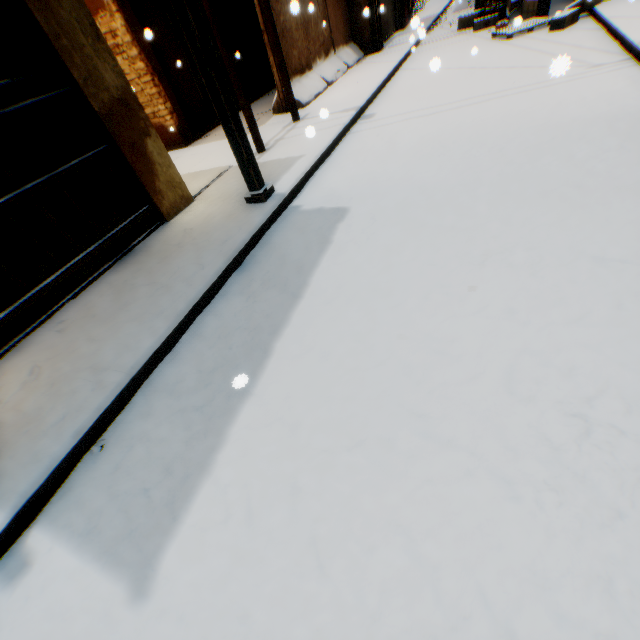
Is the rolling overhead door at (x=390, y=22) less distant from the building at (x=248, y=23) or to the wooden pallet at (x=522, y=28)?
the building at (x=248, y=23)

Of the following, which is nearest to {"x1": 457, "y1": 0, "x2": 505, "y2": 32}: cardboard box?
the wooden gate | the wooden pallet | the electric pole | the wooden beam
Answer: the wooden pallet

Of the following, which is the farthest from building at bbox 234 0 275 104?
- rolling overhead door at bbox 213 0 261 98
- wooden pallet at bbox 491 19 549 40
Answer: wooden pallet at bbox 491 19 549 40

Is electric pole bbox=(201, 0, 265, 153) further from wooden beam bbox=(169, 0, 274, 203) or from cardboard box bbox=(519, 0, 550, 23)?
cardboard box bbox=(519, 0, 550, 23)

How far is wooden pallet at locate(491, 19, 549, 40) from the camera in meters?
8.6

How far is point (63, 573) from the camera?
1.93m

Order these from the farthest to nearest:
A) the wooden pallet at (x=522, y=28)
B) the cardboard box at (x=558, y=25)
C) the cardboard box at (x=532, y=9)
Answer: the cardboard box at (x=532, y=9), the wooden pallet at (x=522, y=28), the cardboard box at (x=558, y=25)

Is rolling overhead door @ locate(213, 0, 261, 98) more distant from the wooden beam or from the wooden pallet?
the wooden pallet
